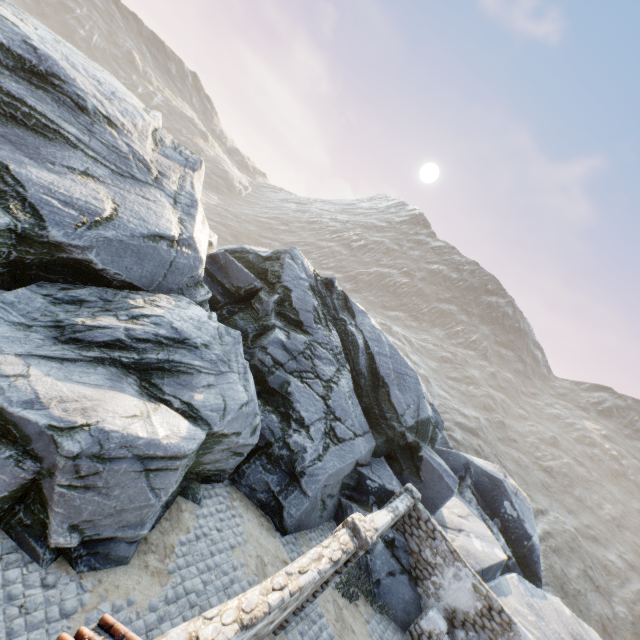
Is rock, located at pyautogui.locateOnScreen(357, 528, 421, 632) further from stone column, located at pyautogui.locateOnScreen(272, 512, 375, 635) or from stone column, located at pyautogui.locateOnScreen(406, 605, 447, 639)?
stone column, located at pyautogui.locateOnScreen(272, 512, 375, 635)

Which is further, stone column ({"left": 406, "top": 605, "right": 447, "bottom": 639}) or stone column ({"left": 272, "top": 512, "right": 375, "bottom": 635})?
stone column ({"left": 406, "top": 605, "right": 447, "bottom": 639})

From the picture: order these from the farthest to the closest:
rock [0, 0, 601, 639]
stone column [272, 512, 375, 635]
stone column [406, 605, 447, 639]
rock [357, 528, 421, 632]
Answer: → rock [357, 528, 421, 632], stone column [406, 605, 447, 639], stone column [272, 512, 375, 635], rock [0, 0, 601, 639]

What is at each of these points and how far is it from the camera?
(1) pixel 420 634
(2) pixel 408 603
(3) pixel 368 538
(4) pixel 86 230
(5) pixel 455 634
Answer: (1) stone column, 10.6m
(2) rock, 11.4m
(3) stone column, 7.3m
(4) rock, 8.1m
(5) rock, 10.8m

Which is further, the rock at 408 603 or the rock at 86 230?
the rock at 408 603

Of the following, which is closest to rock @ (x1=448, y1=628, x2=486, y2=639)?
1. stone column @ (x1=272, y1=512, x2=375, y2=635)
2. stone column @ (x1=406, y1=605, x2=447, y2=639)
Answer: stone column @ (x1=406, y1=605, x2=447, y2=639)

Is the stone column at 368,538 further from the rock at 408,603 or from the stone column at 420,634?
the stone column at 420,634
